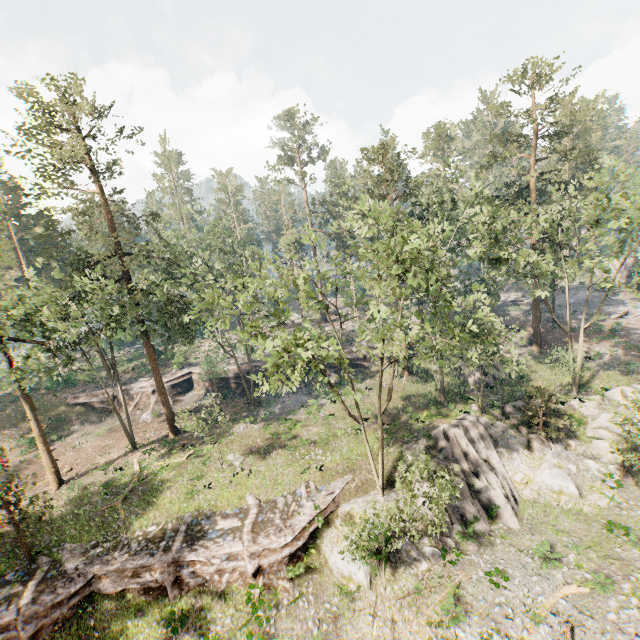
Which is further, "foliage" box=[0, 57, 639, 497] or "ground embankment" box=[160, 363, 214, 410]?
"ground embankment" box=[160, 363, 214, 410]

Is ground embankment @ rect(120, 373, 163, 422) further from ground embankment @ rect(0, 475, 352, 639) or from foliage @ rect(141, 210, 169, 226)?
ground embankment @ rect(0, 475, 352, 639)

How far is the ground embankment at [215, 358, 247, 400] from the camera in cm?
4072

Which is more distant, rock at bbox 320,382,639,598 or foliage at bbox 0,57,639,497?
rock at bbox 320,382,639,598

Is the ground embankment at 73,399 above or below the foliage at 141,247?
below

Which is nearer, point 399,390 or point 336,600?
point 336,600

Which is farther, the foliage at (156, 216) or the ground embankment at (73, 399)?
the ground embankment at (73, 399)

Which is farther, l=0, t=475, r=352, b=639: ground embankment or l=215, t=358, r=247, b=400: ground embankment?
l=215, t=358, r=247, b=400: ground embankment
